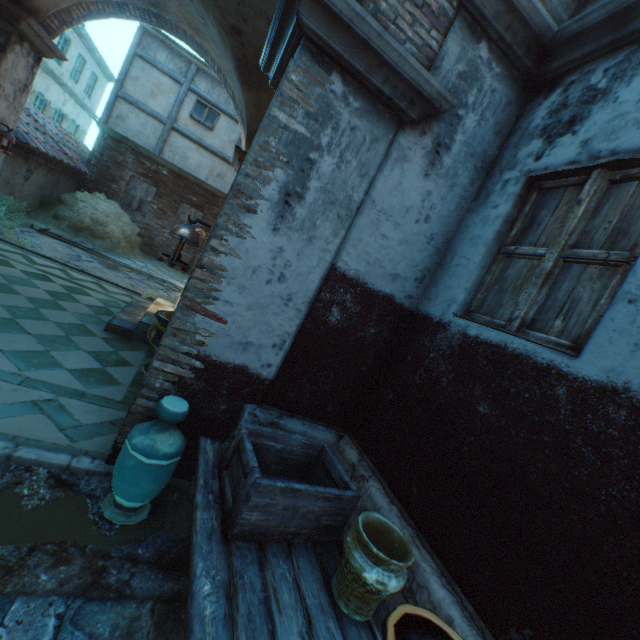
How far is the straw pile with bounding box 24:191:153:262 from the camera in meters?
10.1

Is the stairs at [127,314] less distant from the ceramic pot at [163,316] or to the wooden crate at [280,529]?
the ceramic pot at [163,316]

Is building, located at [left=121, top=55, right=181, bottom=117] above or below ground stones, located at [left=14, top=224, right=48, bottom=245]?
above

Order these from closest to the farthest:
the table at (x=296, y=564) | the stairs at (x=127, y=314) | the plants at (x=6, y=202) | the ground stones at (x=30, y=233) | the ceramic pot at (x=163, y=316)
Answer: the table at (x=296, y=564)
the ceramic pot at (x=163, y=316)
the stairs at (x=127, y=314)
the plants at (x=6, y=202)
the ground stones at (x=30, y=233)

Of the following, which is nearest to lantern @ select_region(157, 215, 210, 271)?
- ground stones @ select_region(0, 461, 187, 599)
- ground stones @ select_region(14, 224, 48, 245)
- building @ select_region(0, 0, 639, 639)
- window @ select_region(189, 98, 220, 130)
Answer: building @ select_region(0, 0, 639, 639)

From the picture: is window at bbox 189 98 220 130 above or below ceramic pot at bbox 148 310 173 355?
above

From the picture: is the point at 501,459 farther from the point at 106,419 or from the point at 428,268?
the point at 106,419

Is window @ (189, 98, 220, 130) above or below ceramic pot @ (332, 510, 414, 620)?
above
